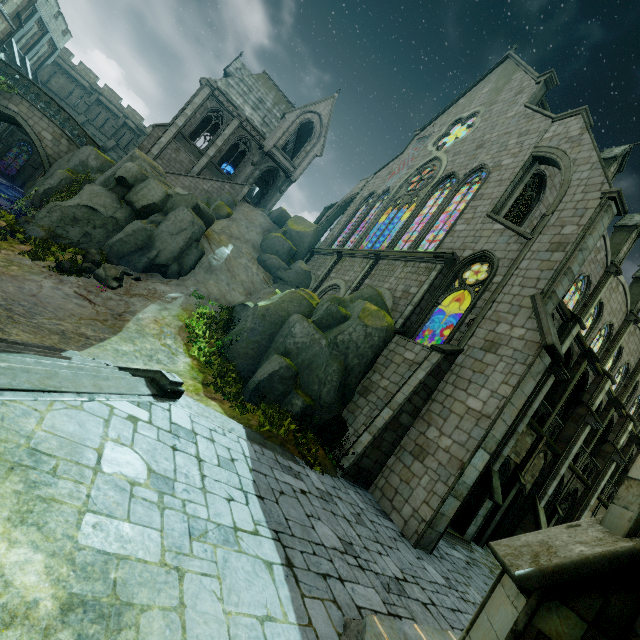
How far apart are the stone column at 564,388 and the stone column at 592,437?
5.1 meters

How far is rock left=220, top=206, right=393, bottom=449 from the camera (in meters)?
12.05

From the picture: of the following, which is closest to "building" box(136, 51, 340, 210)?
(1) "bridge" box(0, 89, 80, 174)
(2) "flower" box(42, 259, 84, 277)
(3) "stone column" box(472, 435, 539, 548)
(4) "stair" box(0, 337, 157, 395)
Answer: (1) "bridge" box(0, 89, 80, 174)

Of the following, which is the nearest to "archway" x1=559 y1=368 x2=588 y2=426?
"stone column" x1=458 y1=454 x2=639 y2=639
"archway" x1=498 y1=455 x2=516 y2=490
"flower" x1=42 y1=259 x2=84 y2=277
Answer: "archway" x1=498 y1=455 x2=516 y2=490

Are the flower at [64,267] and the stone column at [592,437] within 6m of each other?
no

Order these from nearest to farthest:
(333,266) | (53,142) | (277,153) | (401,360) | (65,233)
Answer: (401,360) < (65,233) < (53,142) < (333,266) < (277,153)

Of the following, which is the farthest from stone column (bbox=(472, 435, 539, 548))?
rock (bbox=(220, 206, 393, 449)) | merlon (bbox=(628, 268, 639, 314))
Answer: merlon (bbox=(628, 268, 639, 314))

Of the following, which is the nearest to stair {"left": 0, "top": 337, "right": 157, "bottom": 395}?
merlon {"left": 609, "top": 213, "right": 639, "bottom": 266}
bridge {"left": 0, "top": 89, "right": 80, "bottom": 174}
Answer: bridge {"left": 0, "top": 89, "right": 80, "bottom": 174}
